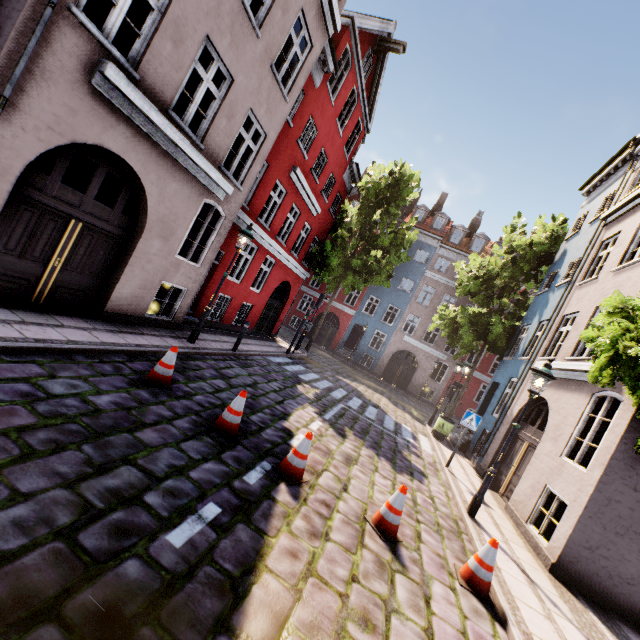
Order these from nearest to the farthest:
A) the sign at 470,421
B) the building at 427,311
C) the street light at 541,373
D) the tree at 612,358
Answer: the tree at 612,358 < the street light at 541,373 < the sign at 470,421 < the building at 427,311

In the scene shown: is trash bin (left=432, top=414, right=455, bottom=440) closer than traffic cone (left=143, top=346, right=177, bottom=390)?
No

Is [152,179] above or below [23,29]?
below

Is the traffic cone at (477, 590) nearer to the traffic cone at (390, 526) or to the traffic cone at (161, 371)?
the traffic cone at (390, 526)

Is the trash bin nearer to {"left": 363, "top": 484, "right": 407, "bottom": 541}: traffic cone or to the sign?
the sign

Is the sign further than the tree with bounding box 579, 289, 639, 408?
Yes

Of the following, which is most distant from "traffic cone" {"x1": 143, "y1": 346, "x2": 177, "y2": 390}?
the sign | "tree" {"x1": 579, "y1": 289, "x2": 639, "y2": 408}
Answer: the sign

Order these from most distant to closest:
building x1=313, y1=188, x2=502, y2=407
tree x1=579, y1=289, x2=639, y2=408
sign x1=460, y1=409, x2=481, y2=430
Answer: building x1=313, y1=188, x2=502, y2=407 → sign x1=460, y1=409, x2=481, y2=430 → tree x1=579, y1=289, x2=639, y2=408
